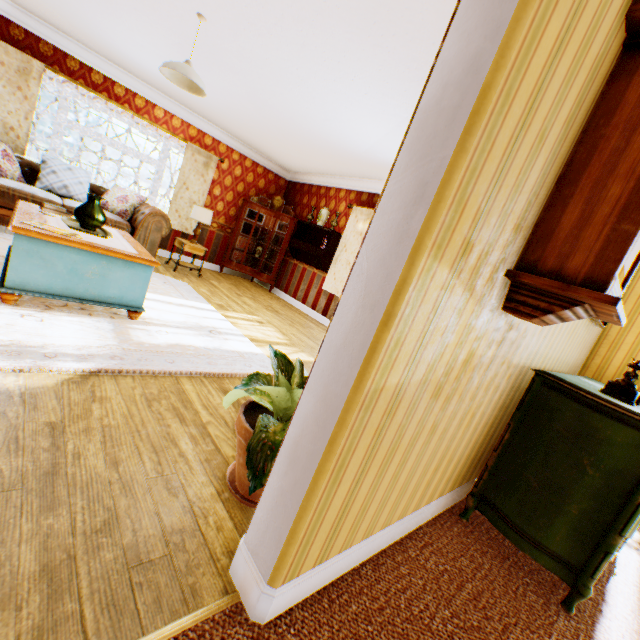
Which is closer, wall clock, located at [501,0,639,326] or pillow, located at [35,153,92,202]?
wall clock, located at [501,0,639,326]

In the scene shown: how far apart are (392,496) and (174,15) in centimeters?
505cm

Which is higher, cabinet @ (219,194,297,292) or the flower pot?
cabinet @ (219,194,297,292)

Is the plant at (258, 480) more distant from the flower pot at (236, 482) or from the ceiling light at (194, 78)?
the ceiling light at (194, 78)

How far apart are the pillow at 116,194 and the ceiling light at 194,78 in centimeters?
305cm

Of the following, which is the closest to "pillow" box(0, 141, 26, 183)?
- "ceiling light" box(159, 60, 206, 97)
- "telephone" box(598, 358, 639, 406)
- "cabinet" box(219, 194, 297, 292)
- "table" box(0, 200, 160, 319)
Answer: "table" box(0, 200, 160, 319)

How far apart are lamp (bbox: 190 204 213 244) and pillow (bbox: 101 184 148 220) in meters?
0.8

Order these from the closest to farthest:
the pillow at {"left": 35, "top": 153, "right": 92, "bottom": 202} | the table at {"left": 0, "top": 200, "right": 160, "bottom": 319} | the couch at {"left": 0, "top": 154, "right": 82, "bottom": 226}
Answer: the table at {"left": 0, "top": 200, "right": 160, "bottom": 319} → the couch at {"left": 0, "top": 154, "right": 82, "bottom": 226} → the pillow at {"left": 35, "top": 153, "right": 92, "bottom": 202}
